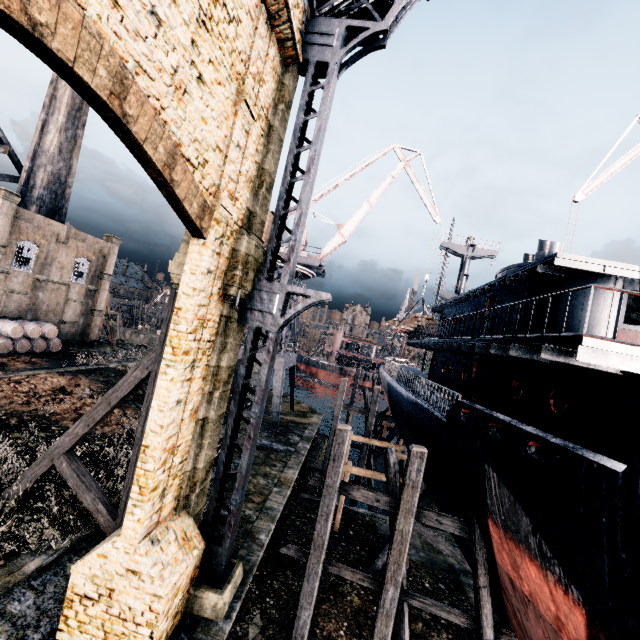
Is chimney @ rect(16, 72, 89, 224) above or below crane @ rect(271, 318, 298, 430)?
above

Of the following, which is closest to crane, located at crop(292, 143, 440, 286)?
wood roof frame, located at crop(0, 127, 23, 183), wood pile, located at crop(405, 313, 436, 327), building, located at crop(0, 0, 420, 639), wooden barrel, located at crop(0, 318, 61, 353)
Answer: wood pile, located at crop(405, 313, 436, 327)

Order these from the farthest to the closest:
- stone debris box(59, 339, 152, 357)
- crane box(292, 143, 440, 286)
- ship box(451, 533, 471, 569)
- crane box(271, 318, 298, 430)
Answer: stone debris box(59, 339, 152, 357)
crane box(292, 143, 440, 286)
crane box(271, 318, 298, 430)
ship box(451, 533, 471, 569)

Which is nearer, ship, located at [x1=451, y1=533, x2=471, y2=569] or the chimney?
ship, located at [x1=451, y1=533, x2=471, y2=569]

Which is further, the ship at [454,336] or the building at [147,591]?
the ship at [454,336]

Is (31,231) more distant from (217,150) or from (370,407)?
(370,407)

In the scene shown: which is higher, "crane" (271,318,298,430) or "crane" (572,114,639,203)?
"crane" (572,114,639,203)

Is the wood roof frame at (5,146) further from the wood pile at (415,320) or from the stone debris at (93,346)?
the wood pile at (415,320)
